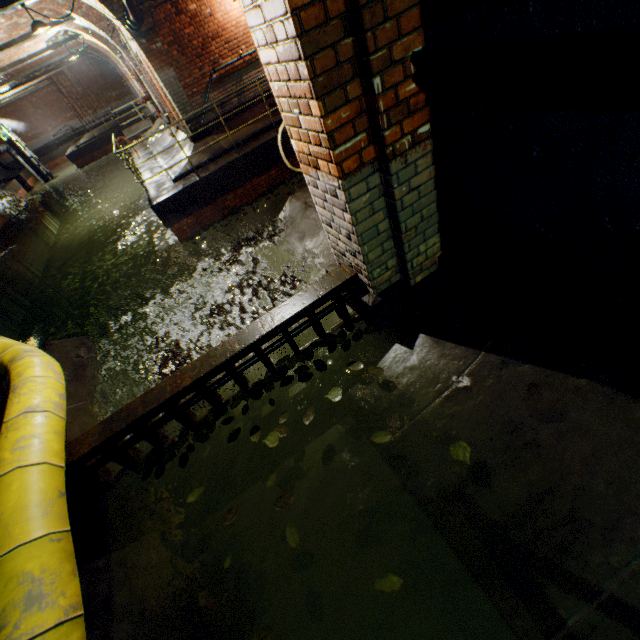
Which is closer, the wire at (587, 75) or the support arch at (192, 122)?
the wire at (587, 75)

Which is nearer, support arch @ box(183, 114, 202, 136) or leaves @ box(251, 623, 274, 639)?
leaves @ box(251, 623, 274, 639)

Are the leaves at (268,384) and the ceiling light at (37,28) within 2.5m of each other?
no

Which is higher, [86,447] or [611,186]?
[611,186]

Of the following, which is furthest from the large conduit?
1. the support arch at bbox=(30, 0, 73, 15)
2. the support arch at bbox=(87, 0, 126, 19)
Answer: the support arch at bbox=(30, 0, 73, 15)

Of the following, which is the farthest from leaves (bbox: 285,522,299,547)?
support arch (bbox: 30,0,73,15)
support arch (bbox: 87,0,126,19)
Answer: support arch (bbox: 30,0,73,15)

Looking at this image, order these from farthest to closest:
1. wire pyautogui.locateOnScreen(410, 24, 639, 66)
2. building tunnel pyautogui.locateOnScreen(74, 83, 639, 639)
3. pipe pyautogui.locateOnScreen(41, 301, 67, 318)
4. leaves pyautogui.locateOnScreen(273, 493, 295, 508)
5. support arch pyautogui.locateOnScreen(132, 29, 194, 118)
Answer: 1. pipe pyautogui.locateOnScreen(41, 301, 67, 318)
2. support arch pyautogui.locateOnScreen(132, 29, 194, 118)
3. leaves pyautogui.locateOnScreen(273, 493, 295, 508)
4. building tunnel pyautogui.locateOnScreen(74, 83, 639, 639)
5. wire pyautogui.locateOnScreen(410, 24, 639, 66)

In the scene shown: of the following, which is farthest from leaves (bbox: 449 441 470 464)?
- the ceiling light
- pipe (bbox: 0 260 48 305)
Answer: pipe (bbox: 0 260 48 305)
